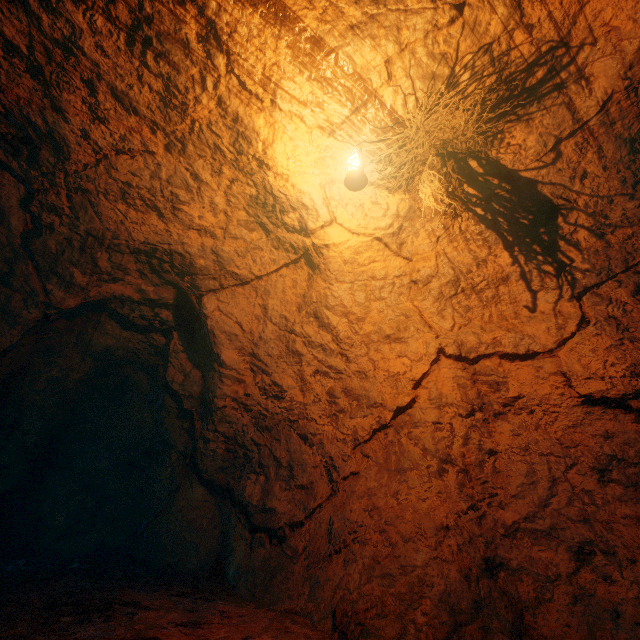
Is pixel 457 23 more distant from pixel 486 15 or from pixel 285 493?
pixel 285 493
